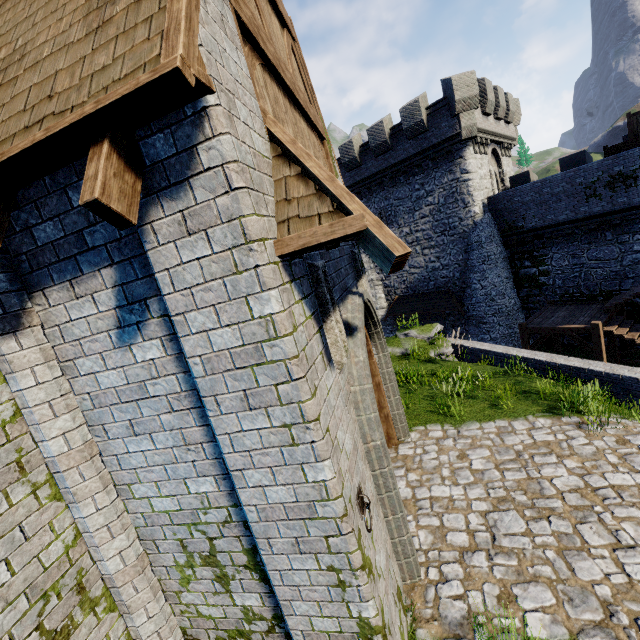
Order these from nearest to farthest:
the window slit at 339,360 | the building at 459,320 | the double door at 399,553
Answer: the window slit at 339,360, the double door at 399,553, the building at 459,320

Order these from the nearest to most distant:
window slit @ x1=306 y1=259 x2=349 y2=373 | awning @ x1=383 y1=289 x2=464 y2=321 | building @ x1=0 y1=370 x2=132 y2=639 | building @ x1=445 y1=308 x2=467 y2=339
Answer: building @ x1=0 y1=370 x2=132 y2=639 < window slit @ x1=306 y1=259 x2=349 y2=373 < awning @ x1=383 y1=289 x2=464 y2=321 < building @ x1=445 y1=308 x2=467 y2=339

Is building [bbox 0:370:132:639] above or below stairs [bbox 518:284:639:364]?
above

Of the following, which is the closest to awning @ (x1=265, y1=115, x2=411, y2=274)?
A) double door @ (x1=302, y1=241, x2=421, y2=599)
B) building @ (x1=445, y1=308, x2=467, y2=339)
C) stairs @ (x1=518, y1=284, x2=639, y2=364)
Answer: double door @ (x1=302, y1=241, x2=421, y2=599)

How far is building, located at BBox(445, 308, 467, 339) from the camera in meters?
22.2

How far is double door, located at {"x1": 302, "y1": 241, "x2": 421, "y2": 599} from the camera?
4.1m

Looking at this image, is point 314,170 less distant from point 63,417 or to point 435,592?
point 63,417

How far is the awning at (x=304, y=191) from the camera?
A: 2.3 meters
